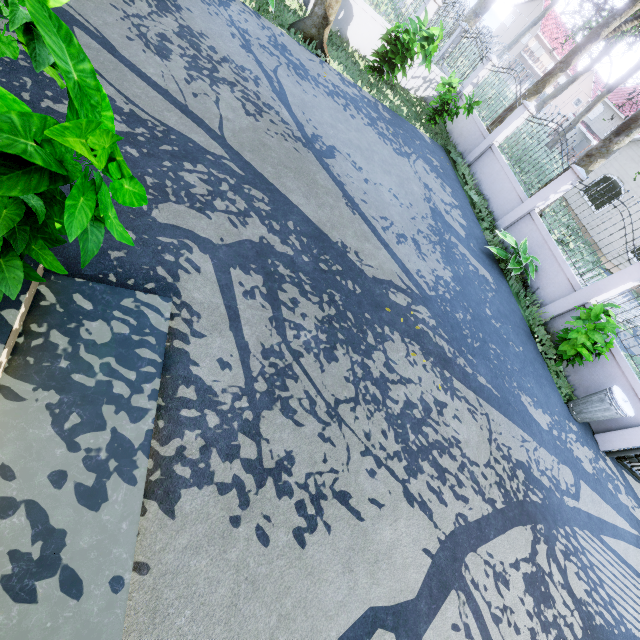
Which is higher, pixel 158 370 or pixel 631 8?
pixel 631 8

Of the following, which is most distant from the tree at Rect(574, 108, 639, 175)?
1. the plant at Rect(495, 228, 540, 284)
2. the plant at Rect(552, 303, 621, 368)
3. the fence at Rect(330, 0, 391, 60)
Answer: the plant at Rect(552, 303, 621, 368)

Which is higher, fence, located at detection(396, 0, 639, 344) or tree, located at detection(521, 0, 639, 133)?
tree, located at detection(521, 0, 639, 133)

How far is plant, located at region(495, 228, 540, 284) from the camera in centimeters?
861cm

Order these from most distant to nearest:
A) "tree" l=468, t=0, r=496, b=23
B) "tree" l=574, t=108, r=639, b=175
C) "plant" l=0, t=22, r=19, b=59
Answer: "tree" l=468, t=0, r=496, b=23 → "tree" l=574, t=108, r=639, b=175 → "plant" l=0, t=22, r=19, b=59

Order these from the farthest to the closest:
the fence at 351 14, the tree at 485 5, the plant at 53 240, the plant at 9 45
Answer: the tree at 485 5 → the fence at 351 14 → the plant at 9 45 → the plant at 53 240

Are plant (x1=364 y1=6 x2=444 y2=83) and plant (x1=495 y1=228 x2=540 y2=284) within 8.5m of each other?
yes

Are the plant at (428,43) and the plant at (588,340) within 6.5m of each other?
no
